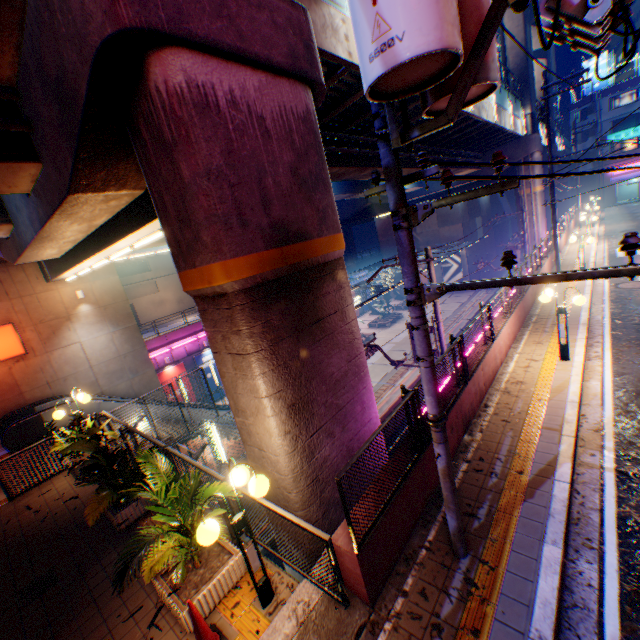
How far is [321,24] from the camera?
7.61m

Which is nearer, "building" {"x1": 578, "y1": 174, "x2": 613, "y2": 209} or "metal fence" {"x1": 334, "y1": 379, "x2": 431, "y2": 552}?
"metal fence" {"x1": 334, "y1": 379, "x2": 431, "y2": 552}

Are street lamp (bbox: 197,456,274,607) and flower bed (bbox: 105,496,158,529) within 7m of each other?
yes

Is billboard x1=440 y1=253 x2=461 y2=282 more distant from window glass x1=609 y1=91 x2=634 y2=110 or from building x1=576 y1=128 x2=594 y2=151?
window glass x1=609 y1=91 x2=634 y2=110

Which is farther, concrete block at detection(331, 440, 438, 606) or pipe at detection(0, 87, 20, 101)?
pipe at detection(0, 87, 20, 101)

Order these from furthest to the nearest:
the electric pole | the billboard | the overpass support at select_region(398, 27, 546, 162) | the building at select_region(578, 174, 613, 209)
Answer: the building at select_region(578, 174, 613, 209)
the billboard
the overpass support at select_region(398, 27, 546, 162)
the electric pole

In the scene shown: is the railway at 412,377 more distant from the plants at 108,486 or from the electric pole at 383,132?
the electric pole at 383,132

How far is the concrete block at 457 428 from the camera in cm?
694
